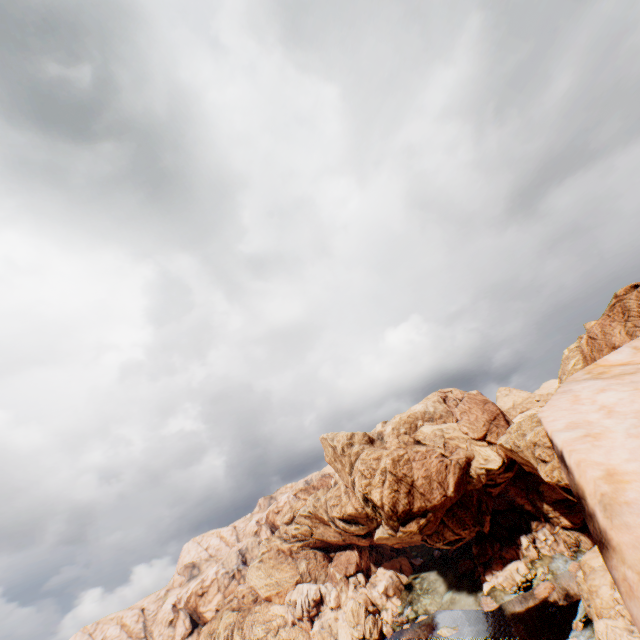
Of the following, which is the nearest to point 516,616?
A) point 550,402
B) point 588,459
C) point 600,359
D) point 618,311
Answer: point 618,311
